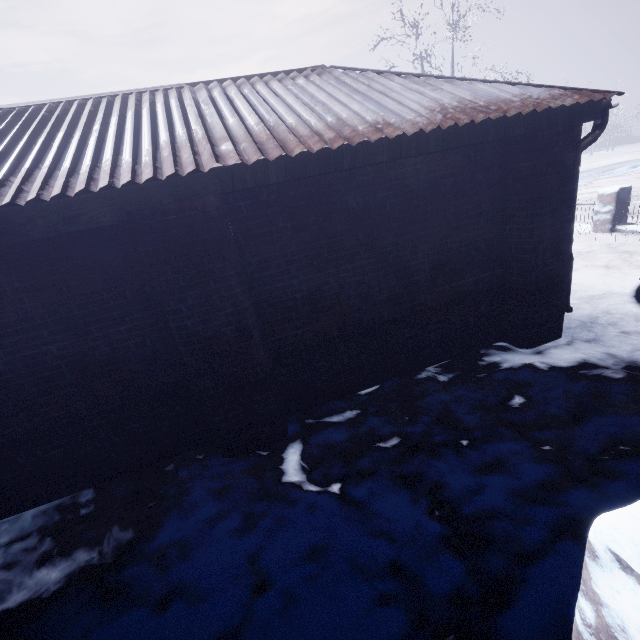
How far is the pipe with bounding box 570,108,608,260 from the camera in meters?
3.0 m

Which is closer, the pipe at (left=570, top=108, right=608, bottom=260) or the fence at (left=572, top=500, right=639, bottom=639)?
the fence at (left=572, top=500, right=639, bottom=639)

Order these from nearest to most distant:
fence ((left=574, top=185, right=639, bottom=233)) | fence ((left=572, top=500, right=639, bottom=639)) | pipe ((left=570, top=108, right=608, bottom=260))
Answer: → fence ((left=572, top=500, right=639, bottom=639)) → pipe ((left=570, top=108, right=608, bottom=260)) → fence ((left=574, top=185, right=639, bottom=233))

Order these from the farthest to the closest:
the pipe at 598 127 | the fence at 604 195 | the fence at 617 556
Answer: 1. the fence at 604 195
2. the pipe at 598 127
3. the fence at 617 556

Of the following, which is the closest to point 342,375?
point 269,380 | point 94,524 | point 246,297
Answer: point 269,380

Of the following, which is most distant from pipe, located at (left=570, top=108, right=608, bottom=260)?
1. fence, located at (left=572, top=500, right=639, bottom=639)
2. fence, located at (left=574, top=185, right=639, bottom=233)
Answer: fence, located at (left=574, top=185, right=639, bottom=233)

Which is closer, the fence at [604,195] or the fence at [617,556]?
the fence at [617,556]
